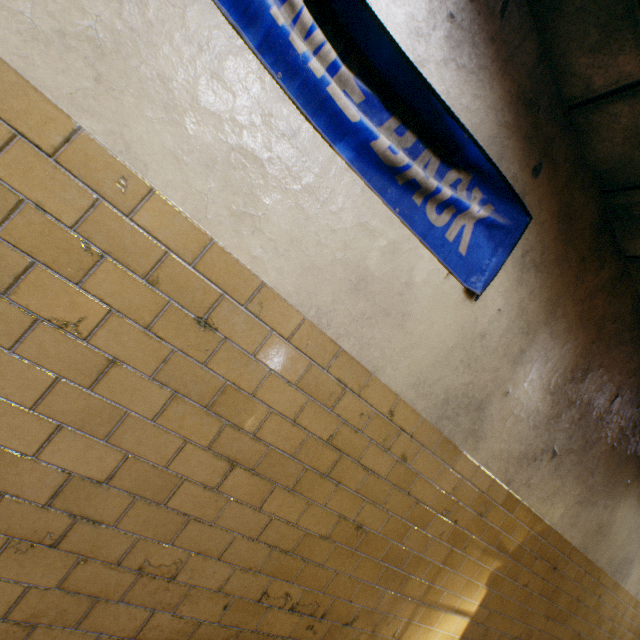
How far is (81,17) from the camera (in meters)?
0.99
